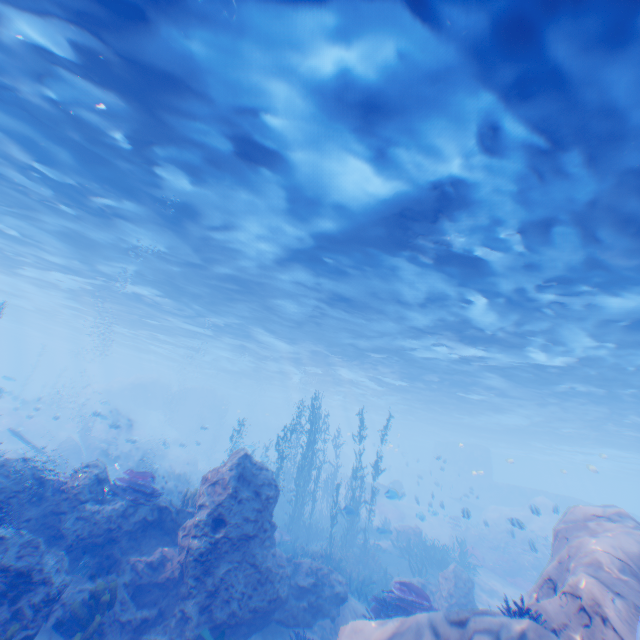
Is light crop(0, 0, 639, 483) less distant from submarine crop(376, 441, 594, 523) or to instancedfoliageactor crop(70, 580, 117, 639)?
submarine crop(376, 441, 594, 523)

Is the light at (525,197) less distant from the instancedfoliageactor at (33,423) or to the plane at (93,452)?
the plane at (93,452)

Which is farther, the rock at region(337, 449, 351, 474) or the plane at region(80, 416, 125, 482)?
the rock at region(337, 449, 351, 474)

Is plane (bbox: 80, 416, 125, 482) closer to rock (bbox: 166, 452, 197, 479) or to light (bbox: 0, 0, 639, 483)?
rock (bbox: 166, 452, 197, 479)

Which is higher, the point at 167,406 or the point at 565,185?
the point at 565,185

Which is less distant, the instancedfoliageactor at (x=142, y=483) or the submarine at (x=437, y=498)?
the instancedfoliageactor at (x=142, y=483)

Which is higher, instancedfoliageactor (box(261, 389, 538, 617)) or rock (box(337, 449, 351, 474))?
rock (box(337, 449, 351, 474))

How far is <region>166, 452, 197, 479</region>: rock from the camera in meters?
29.2 m
